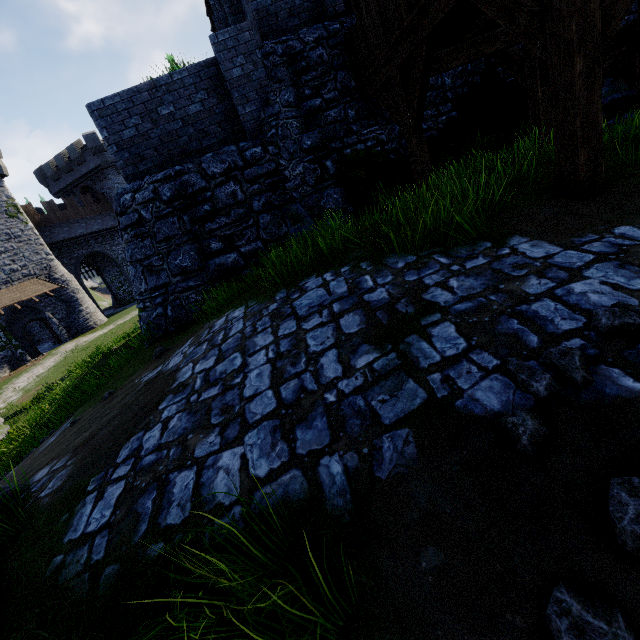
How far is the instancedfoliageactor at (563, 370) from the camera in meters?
1.7

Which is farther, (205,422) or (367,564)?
(205,422)

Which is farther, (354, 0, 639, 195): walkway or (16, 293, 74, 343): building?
(16, 293, 74, 343): building

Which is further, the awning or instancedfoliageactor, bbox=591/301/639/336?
the awning

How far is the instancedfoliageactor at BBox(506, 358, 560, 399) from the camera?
1.72m

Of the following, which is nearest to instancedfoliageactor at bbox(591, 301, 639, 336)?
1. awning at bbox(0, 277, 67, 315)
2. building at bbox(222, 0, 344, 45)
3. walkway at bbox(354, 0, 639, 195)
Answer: walkway at bbox(354, 0, 639, 195)

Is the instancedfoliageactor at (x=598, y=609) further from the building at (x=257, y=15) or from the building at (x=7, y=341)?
the building at (x=7, y=341)

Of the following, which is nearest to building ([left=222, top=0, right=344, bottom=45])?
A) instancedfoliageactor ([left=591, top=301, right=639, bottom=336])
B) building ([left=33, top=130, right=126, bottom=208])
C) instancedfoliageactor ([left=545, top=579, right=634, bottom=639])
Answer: instancedfoliageactor ([left=591, top=301, right=639, bottom=336])
